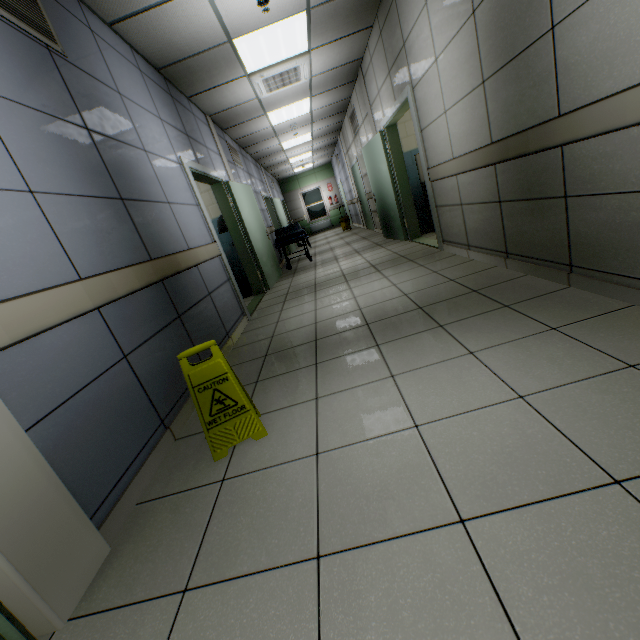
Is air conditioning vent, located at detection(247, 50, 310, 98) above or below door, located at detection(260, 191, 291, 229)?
above

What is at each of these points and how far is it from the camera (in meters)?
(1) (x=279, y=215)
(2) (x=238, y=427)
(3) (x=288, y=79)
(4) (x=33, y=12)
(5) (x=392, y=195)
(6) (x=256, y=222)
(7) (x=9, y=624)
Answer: (1) door, 11.59
(2) sign, 1.80
(3) air conditioning vent, 5.35
(4) ventilation grill, 2.07
(5) door, 6.18
(6) door, 6.50
(7) door, 0.93

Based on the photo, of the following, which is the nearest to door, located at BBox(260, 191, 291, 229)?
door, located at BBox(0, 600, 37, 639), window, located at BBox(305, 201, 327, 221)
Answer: window, located at BBox(305, 201, 327, 221)

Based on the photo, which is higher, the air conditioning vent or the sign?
the air conditioning vent

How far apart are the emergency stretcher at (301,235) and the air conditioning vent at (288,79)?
2.7 meters

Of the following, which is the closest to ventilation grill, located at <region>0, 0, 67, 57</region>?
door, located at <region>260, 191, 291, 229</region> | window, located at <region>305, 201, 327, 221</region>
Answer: door, located at <region>260, 191, 291, 229</region>

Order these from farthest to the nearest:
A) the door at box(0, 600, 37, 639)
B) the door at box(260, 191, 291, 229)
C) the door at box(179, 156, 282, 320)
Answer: the door at box(260, 191, 291, 229)
the door at box(179, 156, 282, 320)
the door at box(0, 600, 37, 639)

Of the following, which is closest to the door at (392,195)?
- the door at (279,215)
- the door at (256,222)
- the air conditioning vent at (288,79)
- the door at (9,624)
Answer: the air conditioning vent at (288,79)
